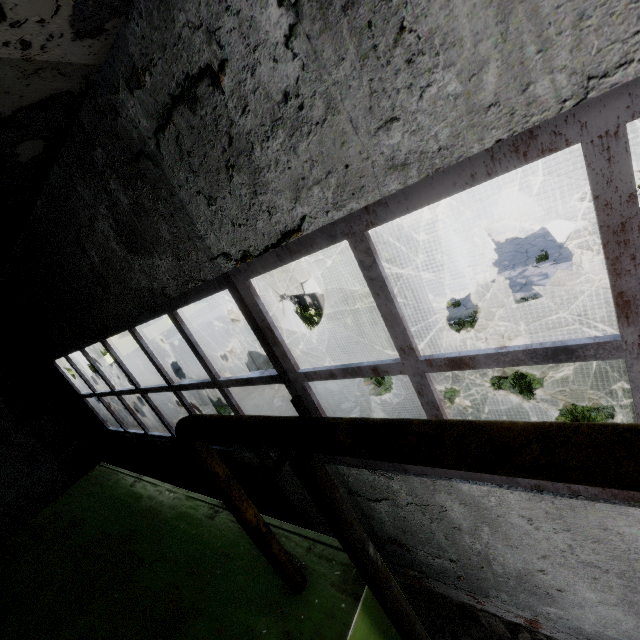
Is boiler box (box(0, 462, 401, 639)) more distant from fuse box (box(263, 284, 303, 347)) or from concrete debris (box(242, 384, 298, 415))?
fuse box (box(263, 284, 303, 347))

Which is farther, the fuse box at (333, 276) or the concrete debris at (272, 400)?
the fuse box at (333, 276)

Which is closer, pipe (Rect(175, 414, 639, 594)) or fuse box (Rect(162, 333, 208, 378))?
pipe (Rect(175, 414, 639, 594))

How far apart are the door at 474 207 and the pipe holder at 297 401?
22.1 meters

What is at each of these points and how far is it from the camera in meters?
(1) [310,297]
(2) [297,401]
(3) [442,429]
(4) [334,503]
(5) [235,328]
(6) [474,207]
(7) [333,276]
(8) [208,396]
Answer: (1) fuse box, 20.3 m
(2) pipe holder, 1.3 m
(3) pipe, 0.8 m
(4) pipe holder, 1.3 m
(5) fuse box, 13.7 m
(6) door, 21.5 m
(7) fuse box, 19.8 m
(8) fuse box, 13.9 m

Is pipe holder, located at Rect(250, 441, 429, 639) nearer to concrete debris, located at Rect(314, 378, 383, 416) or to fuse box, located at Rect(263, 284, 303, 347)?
concrete debris, located at Rect(314, 378, 383, 416)

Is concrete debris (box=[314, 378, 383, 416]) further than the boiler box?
Yes

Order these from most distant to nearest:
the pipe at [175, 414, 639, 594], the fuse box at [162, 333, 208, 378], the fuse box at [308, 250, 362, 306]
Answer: the fuse box at [308, 250, 362, 306] < the fuse box at [162, 333, 208, 378] < the pipe at [175, 414, 639, 594]
